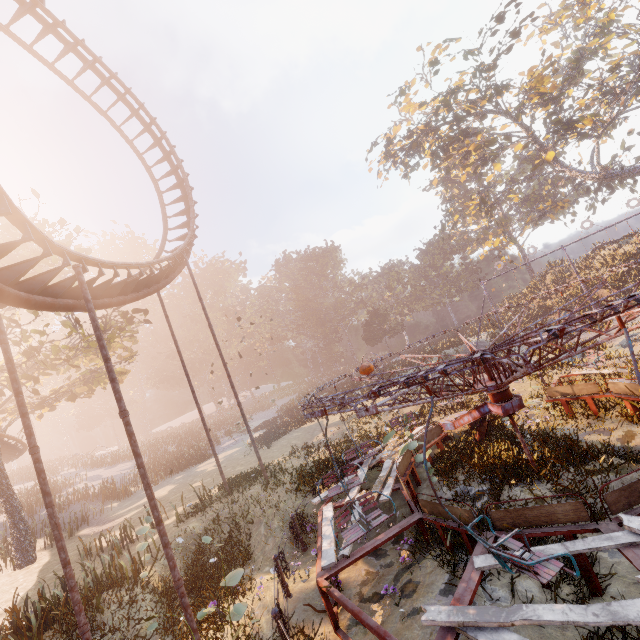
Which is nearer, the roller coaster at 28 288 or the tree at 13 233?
the roller coaster at 28 288

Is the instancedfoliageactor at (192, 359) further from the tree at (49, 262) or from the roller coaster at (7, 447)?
the roller coaster at (7, 447)

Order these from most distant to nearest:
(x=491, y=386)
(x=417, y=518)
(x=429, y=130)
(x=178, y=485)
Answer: (x=429, y=130) → (x=178, y=485) → (x=417, y=518) → (x=491, y=386)

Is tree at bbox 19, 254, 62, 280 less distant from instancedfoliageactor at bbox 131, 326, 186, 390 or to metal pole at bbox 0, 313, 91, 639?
metal pole at bbox 0, 313, 91, 639

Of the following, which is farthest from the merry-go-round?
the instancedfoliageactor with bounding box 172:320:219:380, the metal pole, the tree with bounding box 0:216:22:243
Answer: the tree with bounding box 0:216:22:243

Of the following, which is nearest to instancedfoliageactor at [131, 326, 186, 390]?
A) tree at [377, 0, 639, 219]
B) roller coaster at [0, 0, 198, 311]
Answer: roller coaster at [0, 0, 198, 311]

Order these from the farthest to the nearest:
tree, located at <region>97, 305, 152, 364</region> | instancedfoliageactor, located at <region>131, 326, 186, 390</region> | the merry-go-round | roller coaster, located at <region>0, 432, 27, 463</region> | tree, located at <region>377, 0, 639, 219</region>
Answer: instancedfoliageactor, located at <region>131, 326, 186, 390</region>, tree, located at <region>377, 0, 639, 219</region>, tree, located at <region>97, 305, 152, 364</region>, roller coaster, located at <region>0, 432, 27, 463</region>, the merry-go-round

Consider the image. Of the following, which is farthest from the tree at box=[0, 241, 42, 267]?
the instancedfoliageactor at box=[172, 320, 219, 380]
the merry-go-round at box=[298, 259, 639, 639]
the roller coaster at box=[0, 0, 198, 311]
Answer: the instancedfoliageactor at box=[172, 320, 219, 380]
